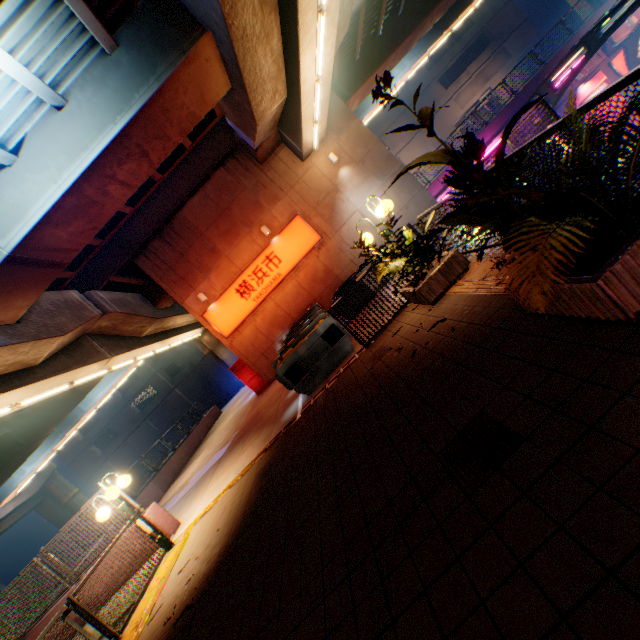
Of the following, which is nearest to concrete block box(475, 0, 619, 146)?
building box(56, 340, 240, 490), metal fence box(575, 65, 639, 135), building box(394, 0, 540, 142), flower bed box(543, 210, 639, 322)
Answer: metal fence box(575, 65, 639, 135)

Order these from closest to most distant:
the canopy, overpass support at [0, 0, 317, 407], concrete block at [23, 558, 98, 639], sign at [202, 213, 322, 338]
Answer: overpass support at [0, 0, 317, 407]
concrete block at [23, 558, 98, 639]
the canopy
sign at [202, 213, 322, 338]

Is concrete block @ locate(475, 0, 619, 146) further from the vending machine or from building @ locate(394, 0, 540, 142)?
building @ locate(394, 0, 540, 142)

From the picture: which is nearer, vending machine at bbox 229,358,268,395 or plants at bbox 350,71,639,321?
plants at bbox 350,71,639,321

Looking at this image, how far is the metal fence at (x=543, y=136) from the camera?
3.08m

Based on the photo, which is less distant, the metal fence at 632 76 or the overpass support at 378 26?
the metal fence at 632 76

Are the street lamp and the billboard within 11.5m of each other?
no

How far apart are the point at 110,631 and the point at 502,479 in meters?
7.4
